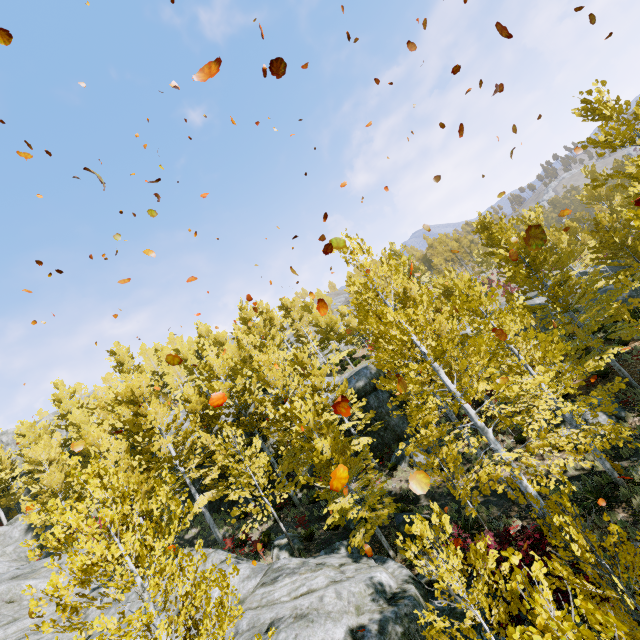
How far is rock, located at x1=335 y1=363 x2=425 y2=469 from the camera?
19.3 meters

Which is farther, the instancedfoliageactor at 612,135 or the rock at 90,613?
the rock at 90,613

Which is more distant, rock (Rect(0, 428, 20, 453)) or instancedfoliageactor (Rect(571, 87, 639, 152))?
rock (Rect(0, 428, 20, 453))

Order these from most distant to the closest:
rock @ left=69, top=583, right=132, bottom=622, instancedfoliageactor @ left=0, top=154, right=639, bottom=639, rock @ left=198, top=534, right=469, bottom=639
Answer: rock @ left=69, top=583, right=132, bottom=622
rock @ left=198, top=534, right=469, bottom=639
instancedfoliageactor @ left=0, top=154, right=639, bottom=639

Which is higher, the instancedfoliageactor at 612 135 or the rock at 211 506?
the instancedfoliageactor at 612 135

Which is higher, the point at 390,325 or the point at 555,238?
the point at 390,325
